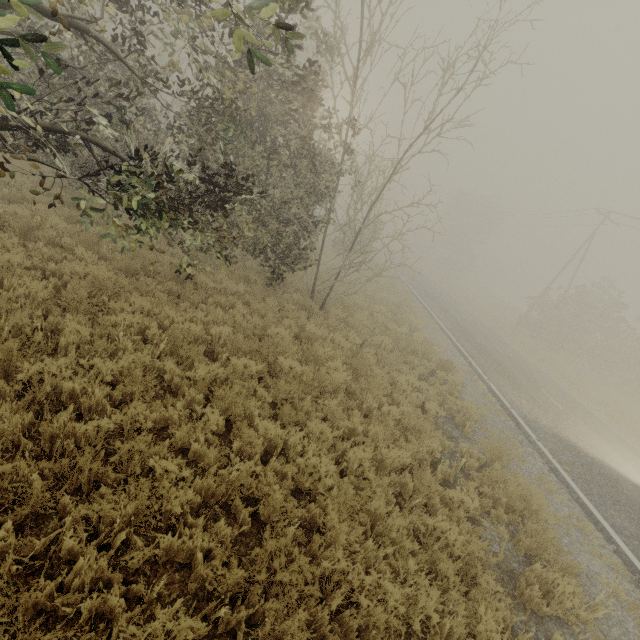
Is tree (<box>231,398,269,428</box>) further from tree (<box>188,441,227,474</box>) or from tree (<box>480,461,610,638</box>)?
tree (<box>480,461,610,638</box>)

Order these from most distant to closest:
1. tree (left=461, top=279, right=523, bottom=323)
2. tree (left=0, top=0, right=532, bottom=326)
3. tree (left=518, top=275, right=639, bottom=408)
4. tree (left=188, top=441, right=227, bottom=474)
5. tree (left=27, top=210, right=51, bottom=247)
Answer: tree (left=461, top=279, right=523, bottom=323) < tree (left=518, top=275, right=639, bottom=408) < tree (left=27, top=210, right=51, bottom=247) < tree (left=0, top=0, right=532, bottom=326) < tree (left=188, top=441, right=227, bottom=474)

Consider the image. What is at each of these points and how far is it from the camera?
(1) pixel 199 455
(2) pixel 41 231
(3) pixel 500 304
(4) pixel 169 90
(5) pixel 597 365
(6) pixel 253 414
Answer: (1) tree, 4.43m
(2) tree, 7.23m
(3) tree, 42.19m
(4) tree, 32.28m
(5) tree, 24.56m
(6) tree, 5.39m

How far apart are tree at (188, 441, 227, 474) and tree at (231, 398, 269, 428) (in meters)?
1.07

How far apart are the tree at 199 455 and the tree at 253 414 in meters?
1.1

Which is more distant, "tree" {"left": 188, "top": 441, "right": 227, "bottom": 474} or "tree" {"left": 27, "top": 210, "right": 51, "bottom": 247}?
"tree" {"left": 27, "top": 210, "right": 51, "bottom": 247}

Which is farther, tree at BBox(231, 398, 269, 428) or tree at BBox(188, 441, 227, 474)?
tree at BBox(231, 398, 269, 428)

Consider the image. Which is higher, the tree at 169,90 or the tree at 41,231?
the tree at 169,90
